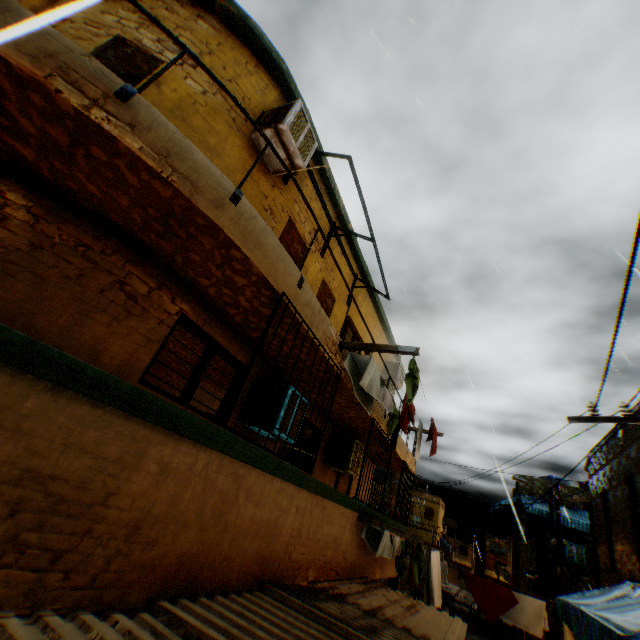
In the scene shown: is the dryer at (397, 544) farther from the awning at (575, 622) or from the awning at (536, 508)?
the awning at (536, 508)

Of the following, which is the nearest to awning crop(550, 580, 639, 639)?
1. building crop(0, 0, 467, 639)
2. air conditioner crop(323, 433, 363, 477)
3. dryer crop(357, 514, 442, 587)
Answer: building crop(0, 0, 467, 639)

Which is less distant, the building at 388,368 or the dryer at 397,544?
the dryer at 397,544

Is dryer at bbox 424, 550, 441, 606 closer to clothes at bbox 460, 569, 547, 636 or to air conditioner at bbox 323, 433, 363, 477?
clothes at bbox 460, 569, 547, 636

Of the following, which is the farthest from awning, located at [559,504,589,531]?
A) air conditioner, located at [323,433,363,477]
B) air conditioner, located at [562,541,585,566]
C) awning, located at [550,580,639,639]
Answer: air conditioner, located at [323,433,363,477]

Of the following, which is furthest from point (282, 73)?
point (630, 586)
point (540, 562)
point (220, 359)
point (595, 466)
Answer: point (540, 562)

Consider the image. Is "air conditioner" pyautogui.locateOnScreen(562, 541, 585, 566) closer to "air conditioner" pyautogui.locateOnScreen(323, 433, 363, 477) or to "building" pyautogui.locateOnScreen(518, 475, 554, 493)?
"building" pyautogui.locateOnScreen(518, 475, 554, 493)

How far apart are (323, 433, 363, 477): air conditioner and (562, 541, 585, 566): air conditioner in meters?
15.8 m
